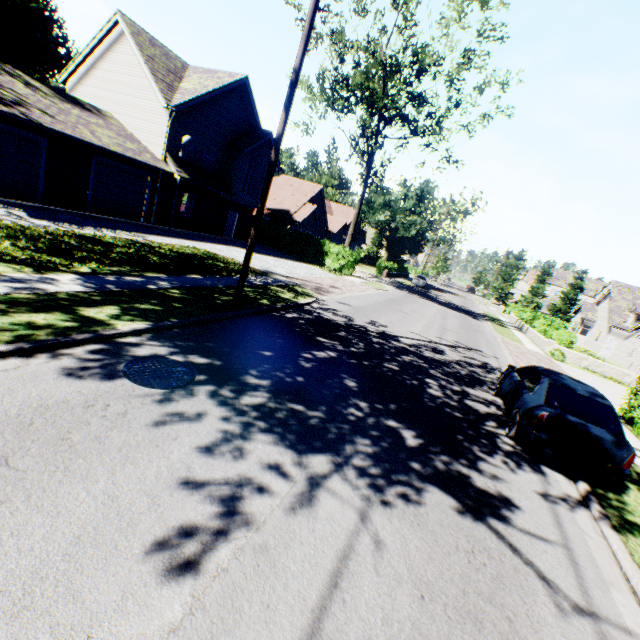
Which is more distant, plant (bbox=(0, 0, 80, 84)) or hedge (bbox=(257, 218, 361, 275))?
plant (bbox=(0, 0, 80, 84))

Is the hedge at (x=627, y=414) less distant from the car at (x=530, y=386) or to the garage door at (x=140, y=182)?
the car at (x=530, y=386)

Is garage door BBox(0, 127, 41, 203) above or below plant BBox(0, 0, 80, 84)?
below

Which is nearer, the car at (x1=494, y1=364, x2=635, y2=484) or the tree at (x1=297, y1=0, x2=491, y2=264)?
the car at (x1=494, y1=364, x2=635, y2=484)

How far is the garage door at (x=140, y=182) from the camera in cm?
1722

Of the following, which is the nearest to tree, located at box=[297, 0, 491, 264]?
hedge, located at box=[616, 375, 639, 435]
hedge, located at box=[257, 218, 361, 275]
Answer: hedge, located at box=[257, 218, 361, 275]

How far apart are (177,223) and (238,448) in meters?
22.0

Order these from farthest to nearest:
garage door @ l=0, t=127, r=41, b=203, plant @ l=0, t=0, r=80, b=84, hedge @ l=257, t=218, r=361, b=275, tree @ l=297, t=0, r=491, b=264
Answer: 1. plant @ l=0, t=0, r=80, b=84
2. hedge @ l=257, t=218, r=361, b=275
3. tree @ l=297, t=0, r=491, b=264
4. garage door @ l=0, t=127, r=41, b=203
